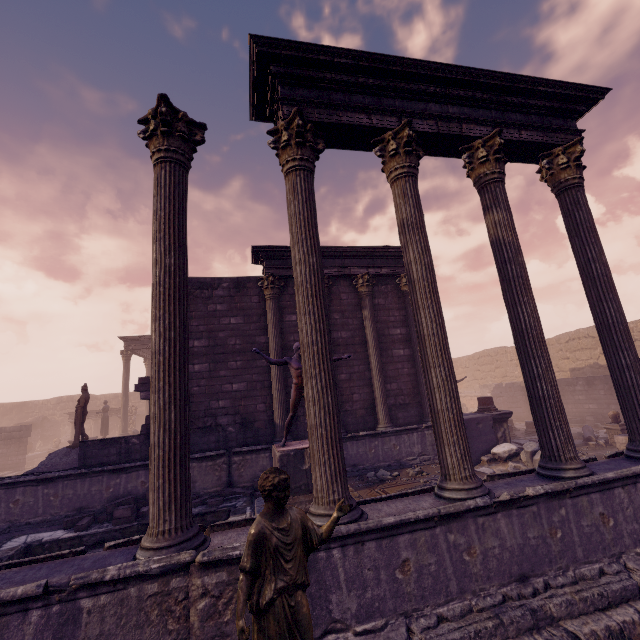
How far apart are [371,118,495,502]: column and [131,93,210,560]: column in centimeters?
265cm

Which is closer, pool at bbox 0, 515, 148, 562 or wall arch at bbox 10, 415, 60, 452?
pool at bbox 0, 515, 148, 562

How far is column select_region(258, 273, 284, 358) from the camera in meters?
10.6 m

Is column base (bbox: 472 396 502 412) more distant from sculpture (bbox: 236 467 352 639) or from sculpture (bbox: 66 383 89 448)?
sculpture (bbox: 66 383 89 448)

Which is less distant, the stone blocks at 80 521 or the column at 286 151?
the column at 286 151

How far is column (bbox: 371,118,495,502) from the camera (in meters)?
4.21

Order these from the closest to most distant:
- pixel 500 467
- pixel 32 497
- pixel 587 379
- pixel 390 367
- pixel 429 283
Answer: pixel 429 283, pixel 32 497, pixel 500 467, pixel 390 367, pixel 587 379

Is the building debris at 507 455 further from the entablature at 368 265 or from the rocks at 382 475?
the entablature at 368 265
